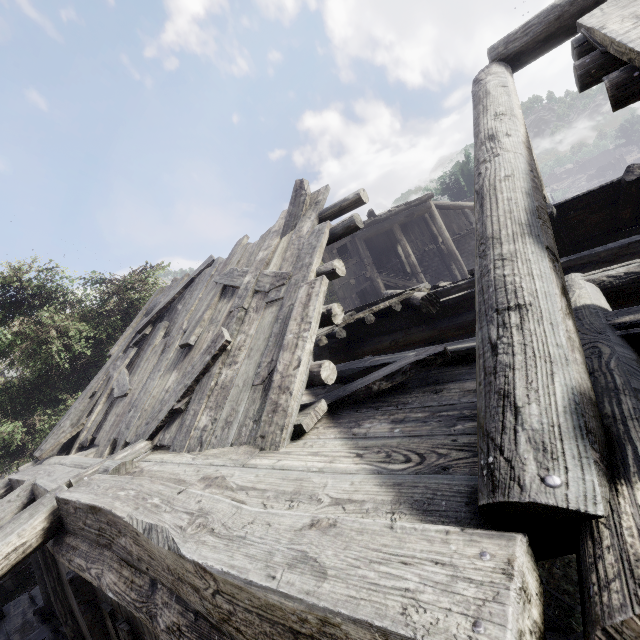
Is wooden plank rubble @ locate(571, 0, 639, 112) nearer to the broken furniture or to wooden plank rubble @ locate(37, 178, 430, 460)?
wooden plank rubble @ locate(37, 178, 430, 460)

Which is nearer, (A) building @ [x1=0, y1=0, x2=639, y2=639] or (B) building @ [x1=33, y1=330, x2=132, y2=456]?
(A) building @ [x1=0, y1=0, x2=639, y2=639]

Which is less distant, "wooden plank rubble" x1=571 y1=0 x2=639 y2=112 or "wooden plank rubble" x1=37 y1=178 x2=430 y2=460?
"wooden plank rubble" x1=571 y1=0 x2=639 y2=112

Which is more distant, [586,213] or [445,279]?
[445,279]

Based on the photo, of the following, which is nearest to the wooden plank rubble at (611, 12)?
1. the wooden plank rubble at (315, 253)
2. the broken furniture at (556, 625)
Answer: the wooden plank rubble at (315, 253)

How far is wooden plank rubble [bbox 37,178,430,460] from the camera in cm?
325

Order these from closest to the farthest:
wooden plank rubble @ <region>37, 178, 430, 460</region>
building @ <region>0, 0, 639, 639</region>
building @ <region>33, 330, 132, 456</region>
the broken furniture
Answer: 1. building @ <region>0, 0, 639, 639</region>
2. wooden plank rubble @ <region>37, 178, 430, 460</region>
3. the broken furniture
4. building @ <region>33, 330, 132, 456</region>

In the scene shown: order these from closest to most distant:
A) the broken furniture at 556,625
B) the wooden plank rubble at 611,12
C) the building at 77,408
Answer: the wooden plank rubble at 611,12 → the broken furniture at 556,625 → the building at 77,408
